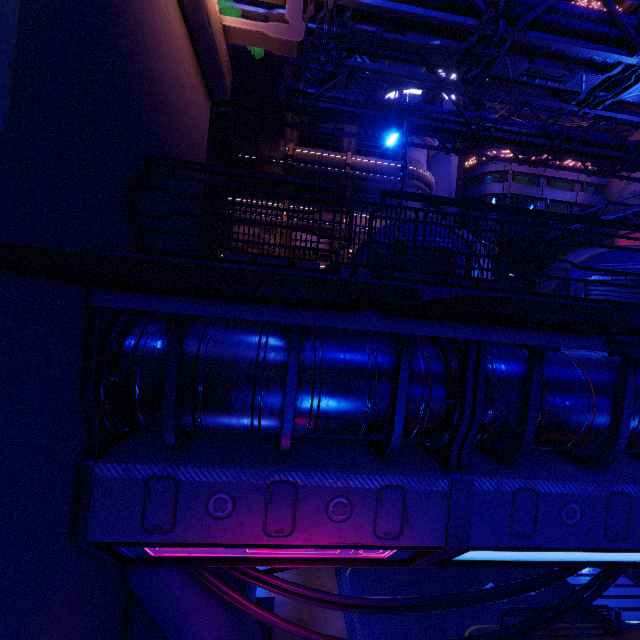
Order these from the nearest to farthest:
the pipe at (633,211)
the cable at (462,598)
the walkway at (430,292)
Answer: the walkway at (430,292)
the cable at (462,598)
the pipe at (633,211)

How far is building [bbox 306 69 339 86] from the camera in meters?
27.2 m

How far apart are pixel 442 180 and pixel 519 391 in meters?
38.9

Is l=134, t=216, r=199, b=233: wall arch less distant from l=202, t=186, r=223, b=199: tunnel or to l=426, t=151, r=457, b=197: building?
l=202, t=186, r=223, b=199: tunnel

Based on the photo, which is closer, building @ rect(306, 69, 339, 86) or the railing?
the railing

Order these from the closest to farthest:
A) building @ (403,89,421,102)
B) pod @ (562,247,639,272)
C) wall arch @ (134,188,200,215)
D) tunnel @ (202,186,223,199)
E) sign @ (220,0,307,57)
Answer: wall arch @ (134,188,200,215) < sign @ (220,0,307,57) < pod @ (562,247,639,272) < tunnel @ (202,186,223,199) < building @ (403,89,421,102)

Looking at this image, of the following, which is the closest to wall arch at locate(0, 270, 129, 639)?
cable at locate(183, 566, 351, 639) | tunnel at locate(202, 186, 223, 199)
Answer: cable at locate(183, 566, 351, 639)

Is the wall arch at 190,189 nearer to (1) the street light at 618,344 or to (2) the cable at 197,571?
(2) the cable at 197,571
